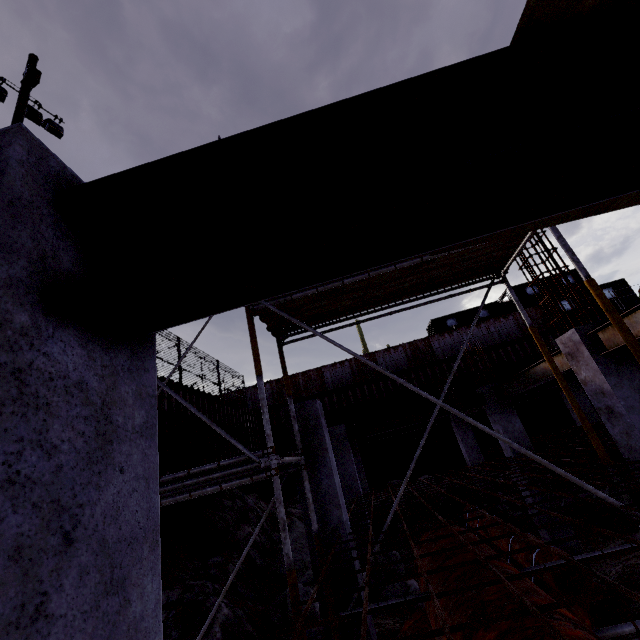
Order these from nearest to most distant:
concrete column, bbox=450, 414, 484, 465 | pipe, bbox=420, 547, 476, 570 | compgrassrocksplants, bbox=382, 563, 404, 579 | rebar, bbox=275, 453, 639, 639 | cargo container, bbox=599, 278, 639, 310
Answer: rebar, bbox=275, 453, 639, 639 < pipe, bbox=420, 547, 476, 570 < compgrassrocksplants, bbox=382, 563, 404, 579 < concrete column, bbox=450, 414, 484, 465 < cargo container, bbox=599, 278, 639, 310

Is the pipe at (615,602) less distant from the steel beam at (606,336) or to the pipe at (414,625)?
the pipe at (414,625)

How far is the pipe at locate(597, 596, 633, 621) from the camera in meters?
5.6 m

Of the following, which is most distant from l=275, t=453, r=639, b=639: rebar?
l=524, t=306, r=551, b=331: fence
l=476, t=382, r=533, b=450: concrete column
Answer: l=524, t=306, r=551, b=331: fence

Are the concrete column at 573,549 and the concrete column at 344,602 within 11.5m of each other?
yes

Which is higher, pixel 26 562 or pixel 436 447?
pixel 26 562

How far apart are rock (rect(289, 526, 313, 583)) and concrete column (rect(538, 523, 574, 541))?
6.0m

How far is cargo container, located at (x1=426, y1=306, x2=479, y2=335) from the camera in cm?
2797
